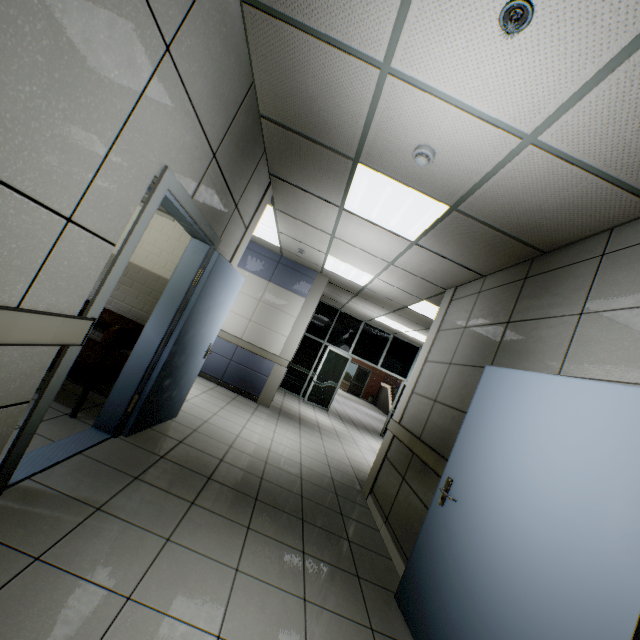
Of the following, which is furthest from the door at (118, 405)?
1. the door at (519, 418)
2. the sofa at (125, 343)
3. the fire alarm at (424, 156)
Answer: the door at (519, 418)

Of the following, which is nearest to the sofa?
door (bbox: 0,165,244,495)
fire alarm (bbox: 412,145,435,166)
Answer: door (bbox: 0,165,244,495)

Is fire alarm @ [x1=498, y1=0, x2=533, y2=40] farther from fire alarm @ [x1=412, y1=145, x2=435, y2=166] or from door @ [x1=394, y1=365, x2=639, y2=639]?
door @ [x1=394, y1=365, x2=639, y2=639]

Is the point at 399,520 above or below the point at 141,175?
below

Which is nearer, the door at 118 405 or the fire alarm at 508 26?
the fire alarm at 508 26

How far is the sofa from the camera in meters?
3.0

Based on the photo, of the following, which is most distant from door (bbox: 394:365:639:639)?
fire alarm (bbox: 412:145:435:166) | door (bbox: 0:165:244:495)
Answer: door (bbox: 0:165:244:495)

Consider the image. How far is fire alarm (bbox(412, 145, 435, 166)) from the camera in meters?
2.4 m
